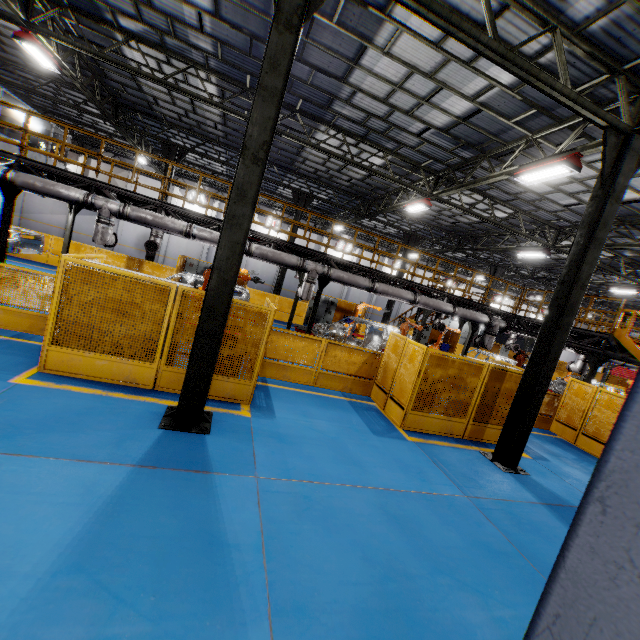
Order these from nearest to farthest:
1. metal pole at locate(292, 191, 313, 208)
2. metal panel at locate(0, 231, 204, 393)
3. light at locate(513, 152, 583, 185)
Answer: metal panel at locate(0, 231, 204, 393) → light at locate(513, 152, 583, 185) → metal pole at locate(292, 191, 313, 208)

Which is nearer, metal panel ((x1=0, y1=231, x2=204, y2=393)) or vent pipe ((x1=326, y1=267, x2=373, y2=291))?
metal panel ((x1=0, y1=231, x2=204, y2=393))

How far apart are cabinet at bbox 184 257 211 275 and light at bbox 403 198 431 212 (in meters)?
11.29

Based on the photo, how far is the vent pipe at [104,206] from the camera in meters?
9.9

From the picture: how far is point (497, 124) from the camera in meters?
9.8 m

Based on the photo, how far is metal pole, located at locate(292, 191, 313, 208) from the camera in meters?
20.1 m

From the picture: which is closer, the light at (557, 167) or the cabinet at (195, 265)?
the light at (557, 167)

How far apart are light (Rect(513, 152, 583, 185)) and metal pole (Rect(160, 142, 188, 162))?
16.70m
